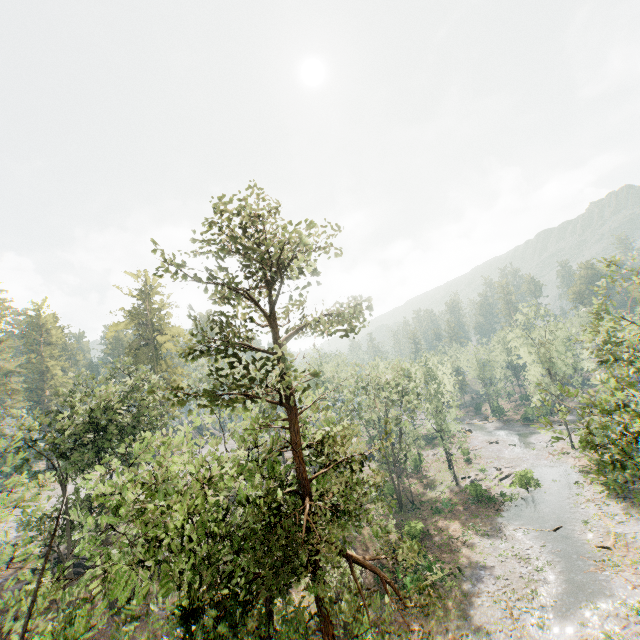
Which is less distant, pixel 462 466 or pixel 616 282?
pixel 616 282

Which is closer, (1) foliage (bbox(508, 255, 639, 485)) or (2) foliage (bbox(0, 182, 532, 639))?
(2) foliage (bbox(0, 182, 532, 639))

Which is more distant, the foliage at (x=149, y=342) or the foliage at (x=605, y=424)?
the foliage at (x=605, y=424)
